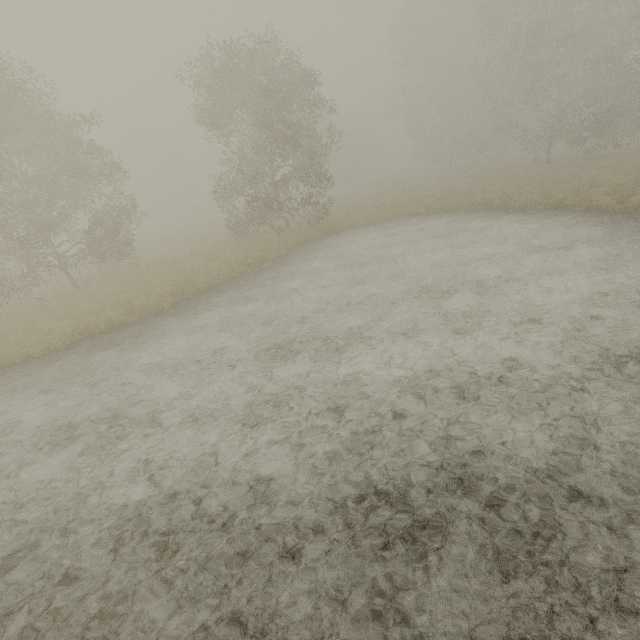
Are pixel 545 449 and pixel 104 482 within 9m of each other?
yes
